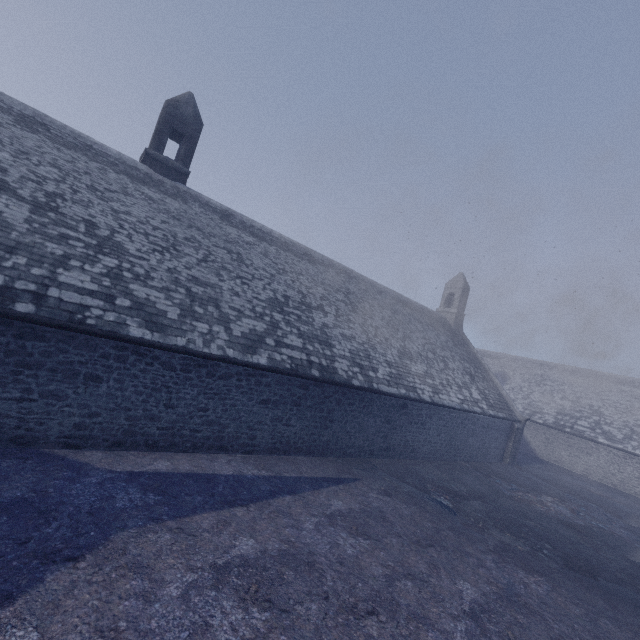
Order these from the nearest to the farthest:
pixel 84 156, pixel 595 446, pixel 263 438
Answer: pixel 263 438, pixel 84 156, pixel 595 446
